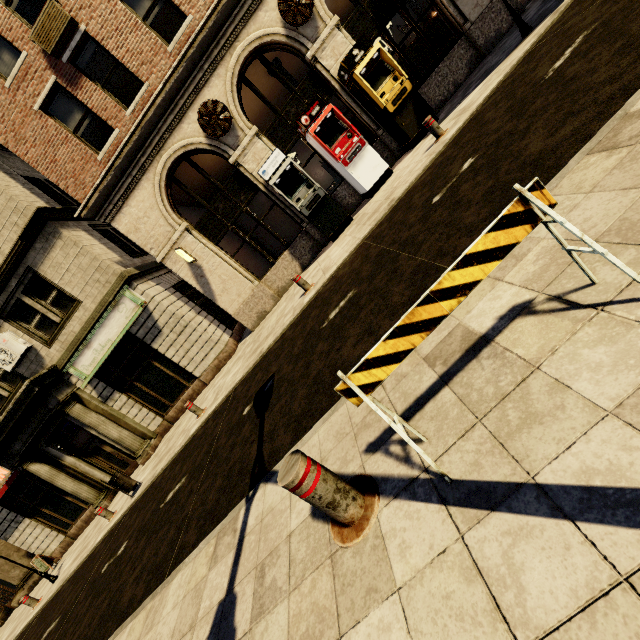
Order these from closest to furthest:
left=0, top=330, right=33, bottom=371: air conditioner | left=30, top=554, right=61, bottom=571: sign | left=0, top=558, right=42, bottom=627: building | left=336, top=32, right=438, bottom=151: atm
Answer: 1. left=336, top=32, right=438, bottom=151: atm
2. left=0, top=330, right=33, bottom=371: air conditioner
3. left=30, top=554, right=61, bottom=571: sign
4. left=0, top=558, right=42, bottom=627: building

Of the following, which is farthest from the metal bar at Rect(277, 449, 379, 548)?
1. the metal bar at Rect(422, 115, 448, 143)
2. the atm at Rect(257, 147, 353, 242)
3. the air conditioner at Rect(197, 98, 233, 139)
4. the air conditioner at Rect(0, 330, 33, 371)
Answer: the air conditioner at Rect(0, 330, 33, 371)

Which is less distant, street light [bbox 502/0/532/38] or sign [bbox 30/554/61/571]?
street light [bbox 502/0/532/38]

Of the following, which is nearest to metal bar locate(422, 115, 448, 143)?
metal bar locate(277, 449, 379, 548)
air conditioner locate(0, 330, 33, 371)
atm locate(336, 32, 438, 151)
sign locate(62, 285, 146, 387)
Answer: atm locate(336, 32, 438, 151)

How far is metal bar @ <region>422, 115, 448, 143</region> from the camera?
7.7 meters

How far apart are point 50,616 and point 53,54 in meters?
15.5

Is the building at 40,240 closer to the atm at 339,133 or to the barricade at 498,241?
the atm at 339,133

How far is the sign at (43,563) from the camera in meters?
14.1
